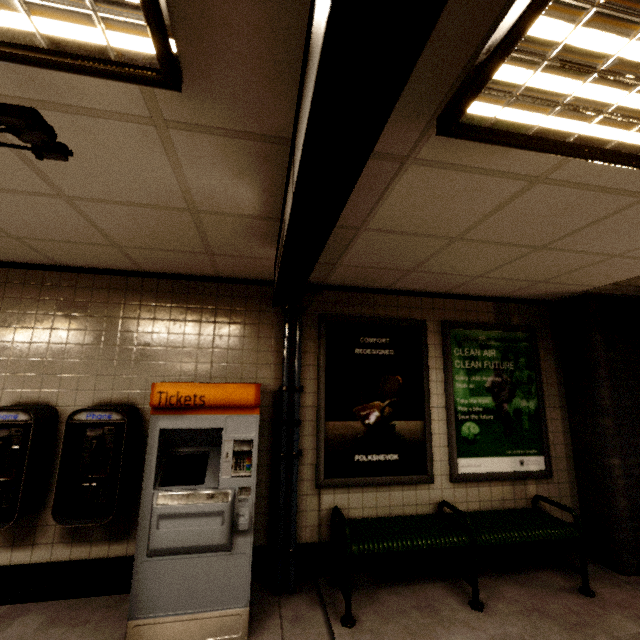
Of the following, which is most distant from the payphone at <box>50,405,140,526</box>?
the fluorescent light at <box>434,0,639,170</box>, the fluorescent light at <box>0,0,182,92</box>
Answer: the fluorescent light at <box>434,0,639,170</box>

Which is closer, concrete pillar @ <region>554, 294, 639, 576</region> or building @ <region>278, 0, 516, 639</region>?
building @ <region>278, 0, 516, 639</region>

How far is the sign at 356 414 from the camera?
3.34m

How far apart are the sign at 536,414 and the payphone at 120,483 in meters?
3.2

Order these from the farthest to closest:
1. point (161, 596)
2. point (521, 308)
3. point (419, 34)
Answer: point (521, 308) → point (161, 596) → point (419, 34)

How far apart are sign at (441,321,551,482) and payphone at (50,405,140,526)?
3.2 meters

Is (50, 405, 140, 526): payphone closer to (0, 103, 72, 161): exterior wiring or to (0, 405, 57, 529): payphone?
(0, 405, 57, 529): payphone

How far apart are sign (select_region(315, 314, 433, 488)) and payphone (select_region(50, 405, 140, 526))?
1.71m
